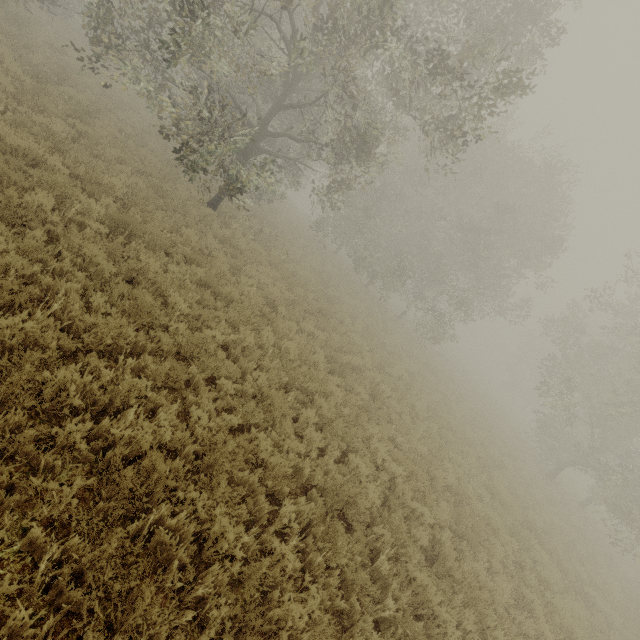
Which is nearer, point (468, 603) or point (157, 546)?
point (157, 546)
